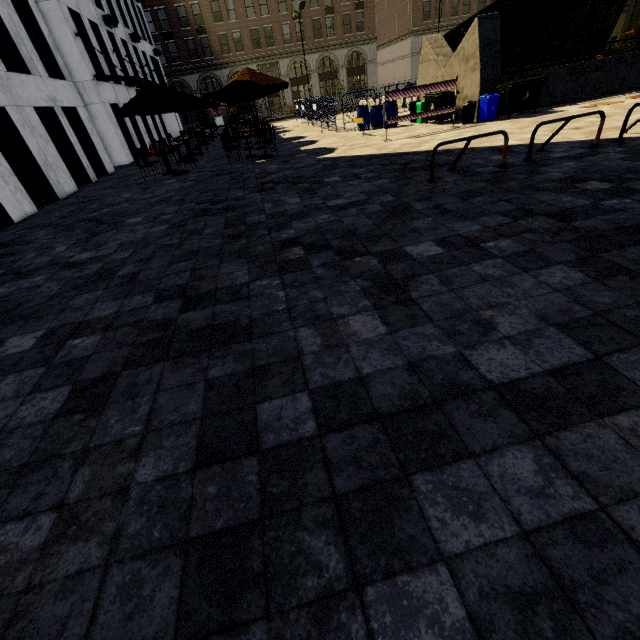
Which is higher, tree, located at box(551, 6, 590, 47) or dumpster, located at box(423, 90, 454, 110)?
tree, located at box(551, 6, 590, 47)

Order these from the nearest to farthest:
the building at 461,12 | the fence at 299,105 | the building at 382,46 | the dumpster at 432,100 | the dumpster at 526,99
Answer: the dumpster at 526,99 < the dumpster at 432,100 < the fence at 299,105 < the building at 382,46 < the building at 461,12

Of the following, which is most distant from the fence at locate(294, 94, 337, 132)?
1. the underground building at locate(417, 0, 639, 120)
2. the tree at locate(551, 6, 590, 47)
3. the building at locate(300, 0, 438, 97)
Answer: the building at locate(300, 0, 438, 97)

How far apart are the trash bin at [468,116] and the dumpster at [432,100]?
0.8m

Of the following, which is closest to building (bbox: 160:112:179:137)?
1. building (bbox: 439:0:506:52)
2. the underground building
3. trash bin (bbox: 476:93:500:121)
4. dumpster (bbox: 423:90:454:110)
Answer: the underground building

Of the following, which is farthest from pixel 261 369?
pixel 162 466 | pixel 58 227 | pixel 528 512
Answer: pixel 58 227

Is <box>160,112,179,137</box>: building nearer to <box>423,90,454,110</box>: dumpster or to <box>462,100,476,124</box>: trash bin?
<box>423,90,454,110</box>: dumpster

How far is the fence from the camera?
17.0m
